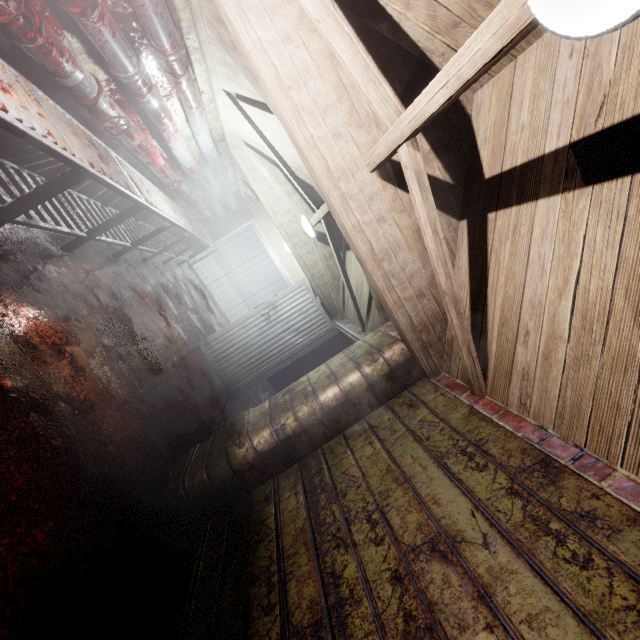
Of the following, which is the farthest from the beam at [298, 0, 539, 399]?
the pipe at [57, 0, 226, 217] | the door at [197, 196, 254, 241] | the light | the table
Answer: the door at [197, 196, 254, 241]

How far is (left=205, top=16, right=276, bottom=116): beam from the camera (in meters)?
2.38

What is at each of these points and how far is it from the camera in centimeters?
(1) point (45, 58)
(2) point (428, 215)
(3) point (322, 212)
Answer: (1) pipe, 185cm
(2) beam, 161cm
(3) beam, 342cm

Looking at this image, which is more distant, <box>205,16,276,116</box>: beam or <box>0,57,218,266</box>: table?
<box>205,16,276,116</box>: beam

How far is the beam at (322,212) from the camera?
3.3m

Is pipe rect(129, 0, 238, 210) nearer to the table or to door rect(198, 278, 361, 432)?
the table

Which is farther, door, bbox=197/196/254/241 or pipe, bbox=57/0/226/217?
door, bbox=197/196/254/241

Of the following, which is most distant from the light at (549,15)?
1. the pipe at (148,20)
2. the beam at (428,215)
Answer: the pipe at (148,20)
